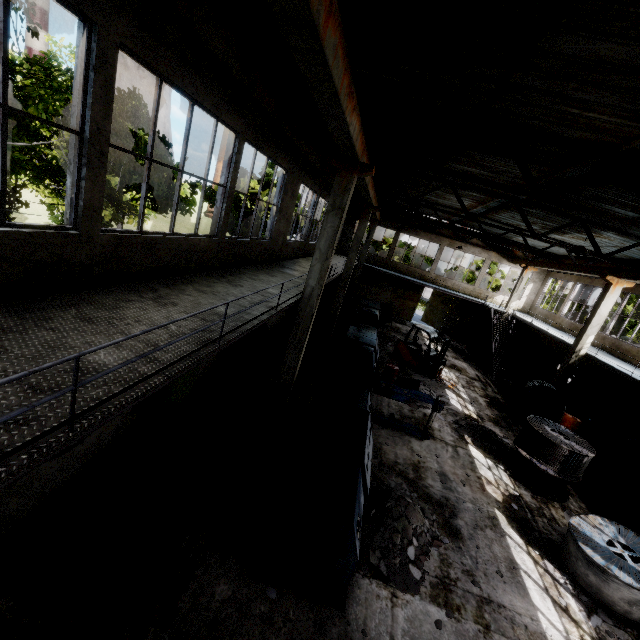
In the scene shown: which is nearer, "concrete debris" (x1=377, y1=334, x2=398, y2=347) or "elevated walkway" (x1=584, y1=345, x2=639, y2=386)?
"elevated walkway" (x1=584, y1=345, x2=639, y2=386)

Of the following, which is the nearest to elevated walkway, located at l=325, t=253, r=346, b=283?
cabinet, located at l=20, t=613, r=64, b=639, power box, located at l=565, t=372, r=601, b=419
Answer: power box, located at l=565, t=372, r=601, b=419

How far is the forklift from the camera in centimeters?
1788cm

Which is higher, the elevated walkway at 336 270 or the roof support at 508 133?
the roof support at 508 133

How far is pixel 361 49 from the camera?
6.4m

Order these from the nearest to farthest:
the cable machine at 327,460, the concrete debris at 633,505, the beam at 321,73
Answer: the beam at 321,73 → the cable machine at 327,460 → the concrete debris at 633,505

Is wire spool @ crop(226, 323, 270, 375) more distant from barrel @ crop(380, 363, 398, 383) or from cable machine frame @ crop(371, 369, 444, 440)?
barrel @ crop(380, 363, 398, 383)

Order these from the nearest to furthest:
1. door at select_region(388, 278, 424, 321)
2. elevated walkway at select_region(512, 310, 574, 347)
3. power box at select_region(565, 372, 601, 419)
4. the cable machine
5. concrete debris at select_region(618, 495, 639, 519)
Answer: the cable machine < concrete debris at select_region(618, 495, 639, 519) < power box at select_region(565, 372, 601, 419) < elevated walkway at select_region(512, 310, 574, 347) < door at select_region(388, 278, 424, 321)
